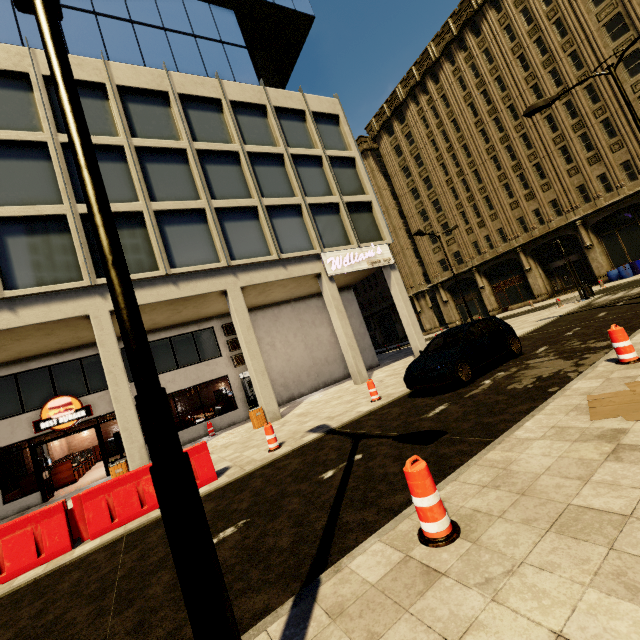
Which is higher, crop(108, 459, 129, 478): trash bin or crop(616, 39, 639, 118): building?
crop(616, 39, 639, 118): building

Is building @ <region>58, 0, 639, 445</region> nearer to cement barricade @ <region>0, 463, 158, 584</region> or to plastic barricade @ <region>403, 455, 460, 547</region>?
cement barricade @ <region>0, 463, 158, 584</region>

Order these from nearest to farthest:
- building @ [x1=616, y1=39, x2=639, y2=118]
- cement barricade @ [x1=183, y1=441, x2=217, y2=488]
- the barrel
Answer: cement barricade @ [x1=183, y1=441, x2=217, y2=488] < building @ [x1=616, y1=39, x2=639, y2=118] < the barrel

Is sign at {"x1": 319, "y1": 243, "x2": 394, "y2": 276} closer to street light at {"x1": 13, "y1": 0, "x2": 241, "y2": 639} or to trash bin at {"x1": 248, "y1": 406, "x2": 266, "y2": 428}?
trash bin at {"x1": 248, "y1": 406, "x2": 266, "y2": 428}

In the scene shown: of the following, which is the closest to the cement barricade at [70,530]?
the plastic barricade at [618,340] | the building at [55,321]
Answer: the building at [55,321]

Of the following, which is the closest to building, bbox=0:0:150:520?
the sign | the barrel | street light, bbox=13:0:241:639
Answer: the sign

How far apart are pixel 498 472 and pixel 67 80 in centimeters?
529cm

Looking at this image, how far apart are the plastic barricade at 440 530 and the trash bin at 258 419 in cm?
1074
